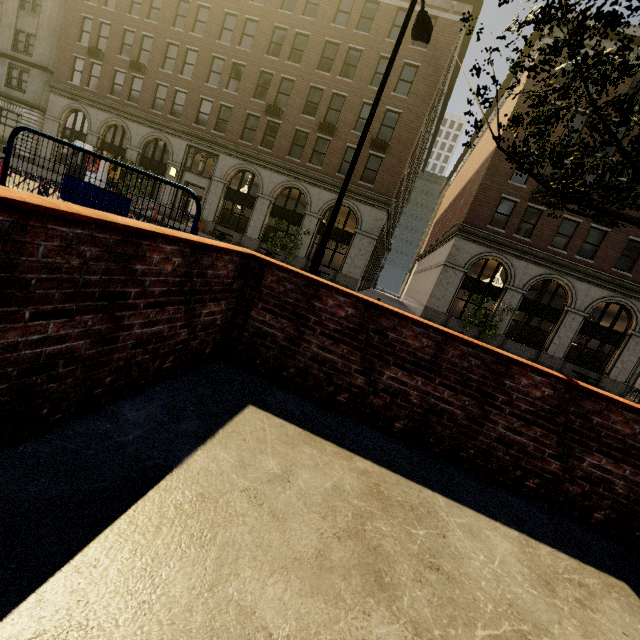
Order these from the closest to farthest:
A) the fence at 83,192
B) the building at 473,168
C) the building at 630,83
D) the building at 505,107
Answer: the fence at 83,192 → the building at 630,83 → the building at 505,107 → the building at 473,168

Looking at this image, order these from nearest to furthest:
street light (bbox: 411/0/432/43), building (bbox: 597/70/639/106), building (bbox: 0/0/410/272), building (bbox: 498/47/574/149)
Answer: street light (bbox: 411/0/432/43)
building (bbox: 597/70/639/106)
building (bbox: 498/47/574/149)
building (bbox: 0/0/410/272)

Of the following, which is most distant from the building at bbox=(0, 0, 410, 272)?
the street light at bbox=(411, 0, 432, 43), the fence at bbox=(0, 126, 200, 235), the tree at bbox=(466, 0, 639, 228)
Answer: the fence at bbox=(0, 126, 200, 235)

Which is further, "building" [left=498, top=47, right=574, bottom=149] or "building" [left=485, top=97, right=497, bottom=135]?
"building" [left=485, top=97, right=497, bottom=135]

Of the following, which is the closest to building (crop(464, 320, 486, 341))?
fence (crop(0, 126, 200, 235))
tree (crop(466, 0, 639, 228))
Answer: tree (crop(466, 0, 639, 228))

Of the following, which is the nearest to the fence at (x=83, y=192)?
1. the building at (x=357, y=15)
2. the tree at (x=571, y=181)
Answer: the tree at (x=571, y=181)

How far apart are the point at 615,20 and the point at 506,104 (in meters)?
29.27

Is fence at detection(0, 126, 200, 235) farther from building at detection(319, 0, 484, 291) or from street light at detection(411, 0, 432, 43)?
building at detection(319, 0, 484, 291)
